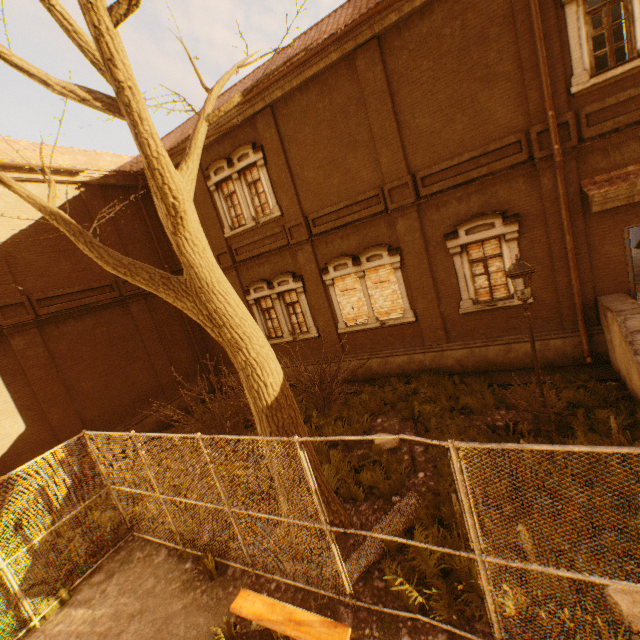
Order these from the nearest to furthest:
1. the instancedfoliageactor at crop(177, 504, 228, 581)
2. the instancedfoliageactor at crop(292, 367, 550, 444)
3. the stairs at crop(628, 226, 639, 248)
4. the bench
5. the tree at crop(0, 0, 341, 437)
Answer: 1. the tree at crop(0, 0, 341, 437)
2. the bench
3. the instancedfoliageactor at crop(177, 504, 228, 581)
4. the instancedfoliageactor at crop(292, 367, 550, 444)
5. the stairs at crop(628, 226, 639, 248)

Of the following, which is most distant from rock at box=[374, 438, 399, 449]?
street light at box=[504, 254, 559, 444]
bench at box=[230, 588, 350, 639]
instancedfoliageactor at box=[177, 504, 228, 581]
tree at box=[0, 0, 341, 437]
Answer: bench at box=[230, 588, 350, 639]

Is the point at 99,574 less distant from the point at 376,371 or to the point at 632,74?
the point at 376,371

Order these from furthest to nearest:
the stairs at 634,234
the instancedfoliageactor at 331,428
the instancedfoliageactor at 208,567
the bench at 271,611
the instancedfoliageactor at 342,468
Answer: the stairs at 634,234 → the instancedfoliageactor at 331,428 → the instancedfoliageactor at 342,468 → the instancedfoliageactor at 208,567 → the bench at 271,611

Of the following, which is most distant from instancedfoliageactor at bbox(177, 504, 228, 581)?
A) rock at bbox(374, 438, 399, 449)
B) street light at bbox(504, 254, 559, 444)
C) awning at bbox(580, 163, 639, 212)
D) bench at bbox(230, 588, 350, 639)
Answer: awning at bbox(580, 163, 639, 212)

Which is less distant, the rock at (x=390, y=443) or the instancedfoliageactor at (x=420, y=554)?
the instancedfoliageactor at (x=420, y=554)

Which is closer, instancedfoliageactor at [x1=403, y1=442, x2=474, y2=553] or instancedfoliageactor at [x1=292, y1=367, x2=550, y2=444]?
instancedfoliageactor at [x1=403, y1=442, x2=474, y2=553]

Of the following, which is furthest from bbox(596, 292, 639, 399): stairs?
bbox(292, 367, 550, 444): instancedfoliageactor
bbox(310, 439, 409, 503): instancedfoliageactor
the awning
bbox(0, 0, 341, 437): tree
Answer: bbox(310, 439, 409, 503): instancedfoliageactor
